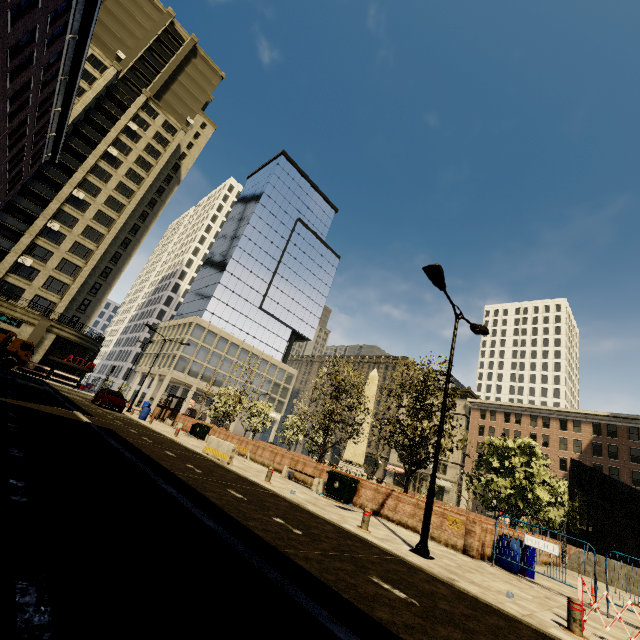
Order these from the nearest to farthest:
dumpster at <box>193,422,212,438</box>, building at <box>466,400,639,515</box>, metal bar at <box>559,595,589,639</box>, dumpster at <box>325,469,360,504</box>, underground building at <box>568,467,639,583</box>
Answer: metal bar at <box>559,595,589,639</box>
dumpster at <box>325,469,360,504</box>
underground building at <box>568,467,639,583</box>
dumpster at <box>193,422,212,438</box>
building at <box>466,400,639,515</box>

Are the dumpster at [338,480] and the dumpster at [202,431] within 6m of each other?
no

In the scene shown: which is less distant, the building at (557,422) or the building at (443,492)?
the building at (557,422)

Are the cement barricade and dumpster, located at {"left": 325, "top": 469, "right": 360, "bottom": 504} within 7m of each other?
yes

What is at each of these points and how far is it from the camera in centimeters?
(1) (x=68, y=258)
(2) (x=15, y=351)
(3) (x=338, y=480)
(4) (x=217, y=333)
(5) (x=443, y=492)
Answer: (1) building, 4497cm
(2) truck, 3303cm
(3) dumpster, 1495cm
(4) building, 5825cm
(5) building, 5744cm

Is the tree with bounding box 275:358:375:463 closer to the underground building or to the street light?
the underground building

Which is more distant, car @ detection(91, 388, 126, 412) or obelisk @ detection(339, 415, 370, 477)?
obelisk @ detection(339, 415, 370, 477)

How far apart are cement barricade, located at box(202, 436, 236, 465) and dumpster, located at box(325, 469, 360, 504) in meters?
4.4 m
